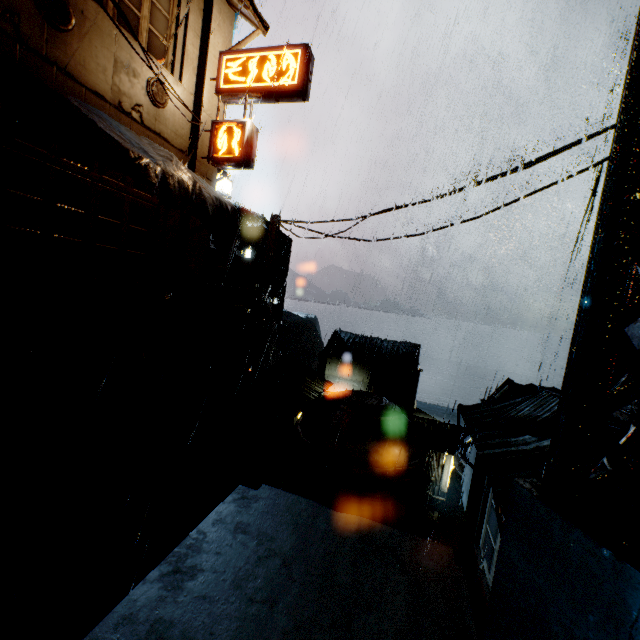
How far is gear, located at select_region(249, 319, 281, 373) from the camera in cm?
3731

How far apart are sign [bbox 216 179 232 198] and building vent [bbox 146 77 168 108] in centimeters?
1127cm

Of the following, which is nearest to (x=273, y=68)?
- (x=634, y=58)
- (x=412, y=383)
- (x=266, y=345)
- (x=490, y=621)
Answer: (x=634, y=58)

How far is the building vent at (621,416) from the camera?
7.3m

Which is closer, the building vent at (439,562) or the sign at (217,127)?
the building vent at (439,562)

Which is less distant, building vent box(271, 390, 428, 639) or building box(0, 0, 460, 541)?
building box(0, 0, 460, 541)

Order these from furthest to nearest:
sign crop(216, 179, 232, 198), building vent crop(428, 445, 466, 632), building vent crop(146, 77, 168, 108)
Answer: sign crop(216, 179, 232, 198) → building vent crop(146, 77, 168, 108) → building vent crop(428, 445, 466, 632)

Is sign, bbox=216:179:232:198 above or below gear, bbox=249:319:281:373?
above
